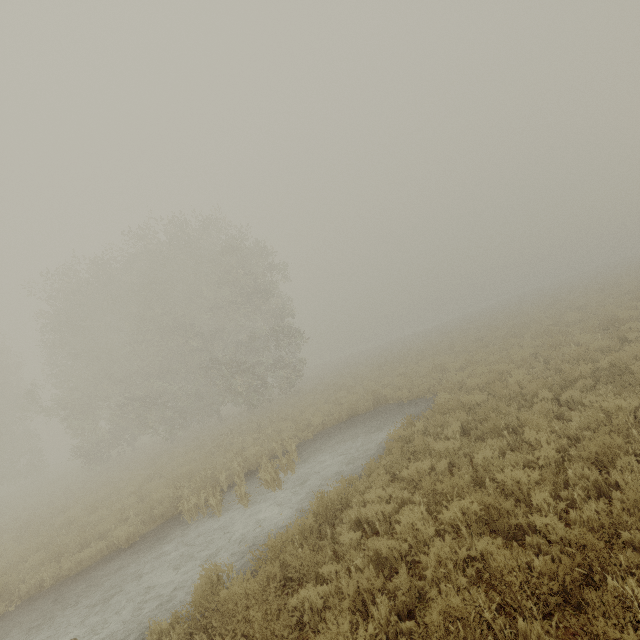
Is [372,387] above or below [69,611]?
above
